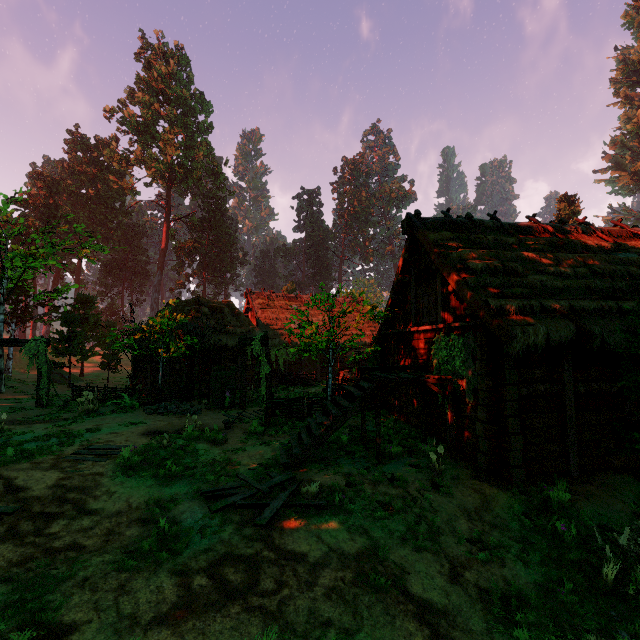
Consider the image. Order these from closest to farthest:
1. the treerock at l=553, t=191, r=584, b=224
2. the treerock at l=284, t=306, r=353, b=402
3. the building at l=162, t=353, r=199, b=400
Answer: the treerock at l=284, t=306, r=353, b=402
the building at l=162, t=353, r=199, b=400
the treerock at l=553, t=191, r=584, b=224

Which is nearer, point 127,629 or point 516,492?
point 127,629

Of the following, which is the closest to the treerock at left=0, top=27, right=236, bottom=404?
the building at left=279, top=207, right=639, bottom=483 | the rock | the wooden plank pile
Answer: the building at left=279, top=207, right=639, bottom=483

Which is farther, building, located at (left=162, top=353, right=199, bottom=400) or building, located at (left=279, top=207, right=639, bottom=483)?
building, located at (left=162, top=353, right=199, bottom=400)

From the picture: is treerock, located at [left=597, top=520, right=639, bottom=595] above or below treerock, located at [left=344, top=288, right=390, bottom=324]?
below

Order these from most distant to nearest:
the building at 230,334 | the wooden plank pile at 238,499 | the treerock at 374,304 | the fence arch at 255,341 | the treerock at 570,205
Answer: the treerock at 570,205
the building at 230,334
the fence arch at 255,341
the treerock at 374,304
the wooden plank pile at 238,499

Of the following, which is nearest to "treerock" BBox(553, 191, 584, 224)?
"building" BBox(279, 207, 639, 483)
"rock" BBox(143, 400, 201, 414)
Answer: "building" BBox(279, 207, 639, 483)

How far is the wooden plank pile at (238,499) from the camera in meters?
6.1 m
